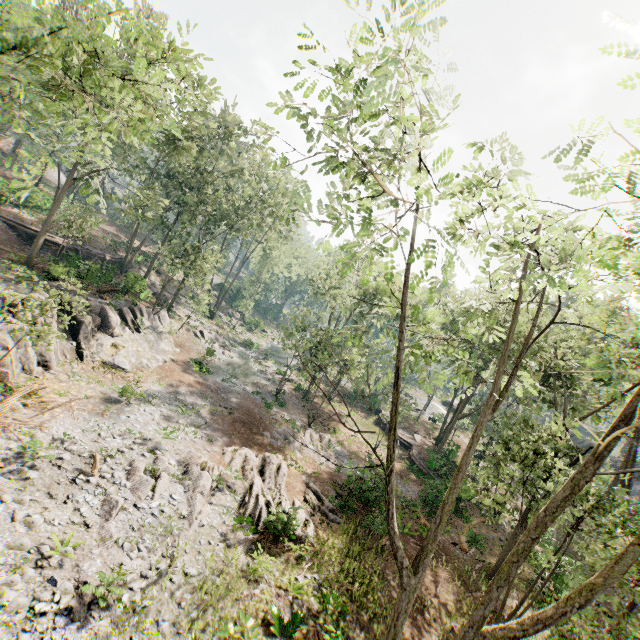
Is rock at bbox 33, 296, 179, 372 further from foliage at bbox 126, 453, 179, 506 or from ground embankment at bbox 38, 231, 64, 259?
ground embankment at bbox 38, 231, 64, 259

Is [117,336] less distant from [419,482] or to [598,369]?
[419,482]

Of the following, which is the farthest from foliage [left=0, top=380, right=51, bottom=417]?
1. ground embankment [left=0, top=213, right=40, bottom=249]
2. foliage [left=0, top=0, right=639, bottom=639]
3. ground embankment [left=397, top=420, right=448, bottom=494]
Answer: ground embankment [left=397, top=420, right=448, bottom=494]

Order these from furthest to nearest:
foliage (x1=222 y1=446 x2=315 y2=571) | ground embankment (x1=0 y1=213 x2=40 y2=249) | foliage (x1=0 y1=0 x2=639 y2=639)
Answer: ground embankment (x1=0 y1=213 x2=40 y2=249)
foliage (x1=222 y1=446 x2=315 y2=571)
foliage (x1=0 y1=0 x2=639 y2=639)

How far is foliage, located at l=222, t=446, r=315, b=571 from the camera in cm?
Result: 1349

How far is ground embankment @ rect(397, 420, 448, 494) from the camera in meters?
26.0 m

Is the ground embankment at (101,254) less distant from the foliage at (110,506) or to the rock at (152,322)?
the foliage at (110,506)

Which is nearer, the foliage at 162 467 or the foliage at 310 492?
the foliage at 162 467
